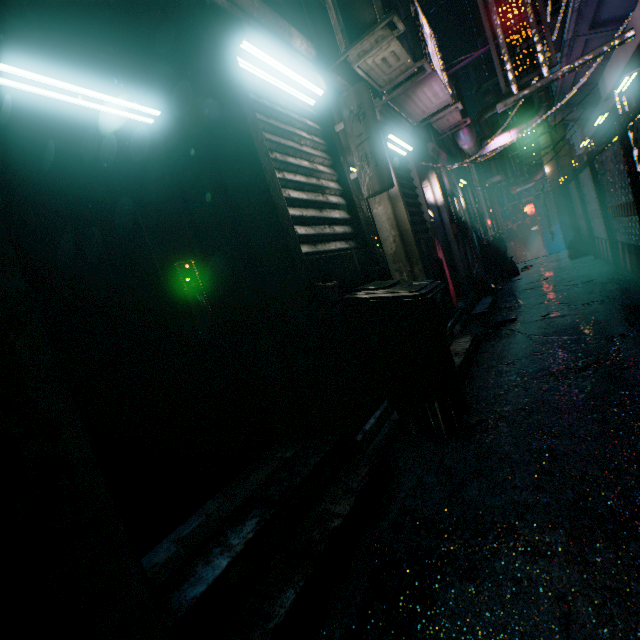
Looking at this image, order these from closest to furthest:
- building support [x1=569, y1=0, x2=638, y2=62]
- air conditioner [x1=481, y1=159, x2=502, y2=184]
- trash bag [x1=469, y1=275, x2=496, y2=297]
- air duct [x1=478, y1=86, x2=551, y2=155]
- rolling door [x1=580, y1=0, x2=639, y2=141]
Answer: rolling door [x1=580, y1=0, x2=639, y2=141], building support [x1=569, y1=0, x2=638, y2=62], trash bag [x1=469, y1=275, x2=496, y2=297], air duct [x1=478, y1=86, x2=551, y2=155], air conditioner [x1=481, y1=159, x2=502, y2=184]

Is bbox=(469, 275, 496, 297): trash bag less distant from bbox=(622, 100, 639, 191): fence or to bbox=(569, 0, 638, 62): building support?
bbox=(622, 100, 639, 191): fence

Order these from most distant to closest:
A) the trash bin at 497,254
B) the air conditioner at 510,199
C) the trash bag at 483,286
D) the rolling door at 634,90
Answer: the air conditioner at 510,199 → the trash bin at 497,254 → the trash bag at 483,286 → the rolling door at 634,90

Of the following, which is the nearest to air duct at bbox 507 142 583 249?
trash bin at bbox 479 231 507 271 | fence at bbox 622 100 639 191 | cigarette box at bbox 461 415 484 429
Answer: trash bin at bbox 479 231 507 271

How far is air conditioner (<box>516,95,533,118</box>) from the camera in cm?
722

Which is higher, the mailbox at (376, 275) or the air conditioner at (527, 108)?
the air conditioner at (527, 108)

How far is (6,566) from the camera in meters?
0.7

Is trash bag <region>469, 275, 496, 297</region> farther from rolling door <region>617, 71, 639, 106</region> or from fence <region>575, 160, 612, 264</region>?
rolling door <region>617, 71, 639, 106</region>
